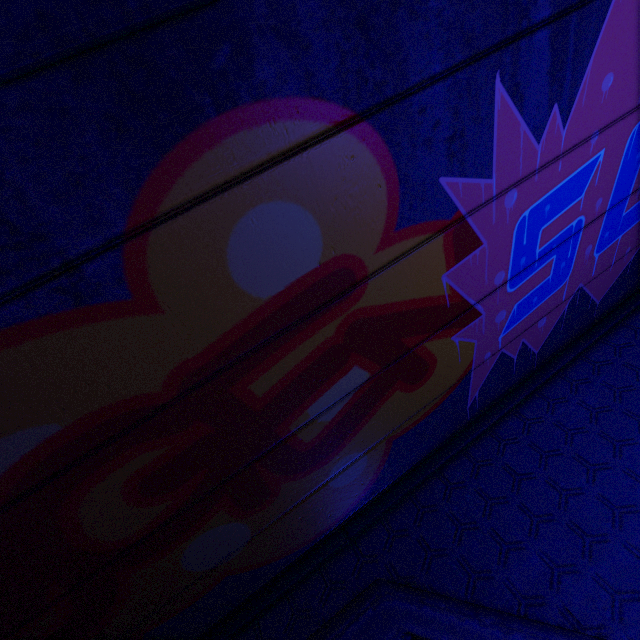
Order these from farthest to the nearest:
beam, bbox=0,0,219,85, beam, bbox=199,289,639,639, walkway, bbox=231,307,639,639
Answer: beam, bbox=199,289,639,639 < walkway, bbox=231,307,639,639 < beam, bbox=0,0,219,85

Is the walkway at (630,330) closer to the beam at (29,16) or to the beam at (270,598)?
the beam at (270,598)

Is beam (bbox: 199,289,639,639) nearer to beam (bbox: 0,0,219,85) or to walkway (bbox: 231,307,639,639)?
walkway (bbox: 231,307,639,639)

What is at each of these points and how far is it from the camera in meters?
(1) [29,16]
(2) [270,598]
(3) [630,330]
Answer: (1) beam, 0.9 m
(2) beam, 3.3 m
(3) walkway, 4.2 m

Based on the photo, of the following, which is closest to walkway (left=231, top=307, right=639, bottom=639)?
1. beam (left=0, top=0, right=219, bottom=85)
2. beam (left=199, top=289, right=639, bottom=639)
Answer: beam (left=199, top=289, right=639, bottom=639)

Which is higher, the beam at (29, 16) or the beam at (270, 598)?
the beam at (29, 16)
